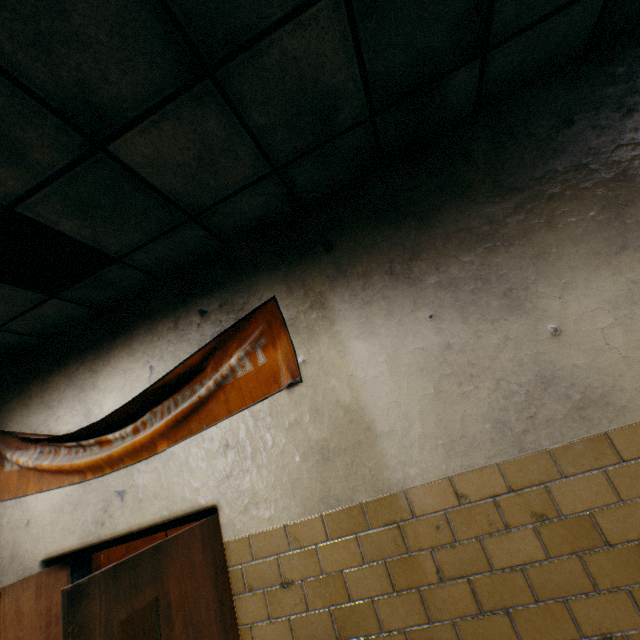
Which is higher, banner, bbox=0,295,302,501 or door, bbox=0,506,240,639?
banner, bbox=0,295,302,501

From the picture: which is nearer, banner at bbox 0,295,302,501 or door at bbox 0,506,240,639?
door at bbox 0,506,240,639

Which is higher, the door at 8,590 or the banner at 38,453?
the banner at 38,453

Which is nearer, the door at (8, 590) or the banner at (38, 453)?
the door at (8, 590)

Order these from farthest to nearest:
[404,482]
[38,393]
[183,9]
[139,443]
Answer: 1. [38,393]
2. [139,443]
3. [404,482]
4. [183,9]
